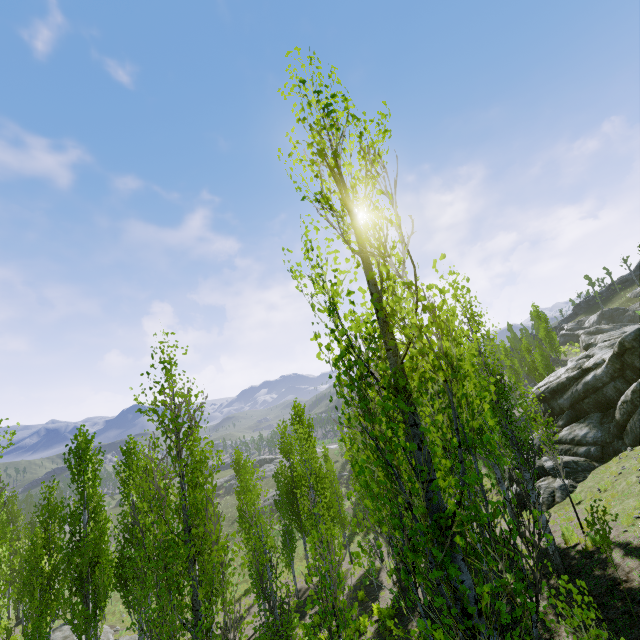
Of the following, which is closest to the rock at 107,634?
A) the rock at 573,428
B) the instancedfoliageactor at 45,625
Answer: the instancedfoliageactor at 45,625

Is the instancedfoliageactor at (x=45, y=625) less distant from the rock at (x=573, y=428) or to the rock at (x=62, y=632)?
the rock at (x=573, y=428)

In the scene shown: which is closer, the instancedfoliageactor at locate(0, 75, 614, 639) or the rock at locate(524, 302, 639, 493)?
the instancedfoliageactor at locate(0, 75, 614, 639)

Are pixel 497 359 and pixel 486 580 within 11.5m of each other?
yes

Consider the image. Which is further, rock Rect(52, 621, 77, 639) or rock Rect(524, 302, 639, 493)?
rock Rect(52, 621, 77, 639)

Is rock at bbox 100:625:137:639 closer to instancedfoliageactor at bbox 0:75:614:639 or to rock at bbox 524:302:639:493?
instancedfoliageactor at bbox 0:75:614:639
